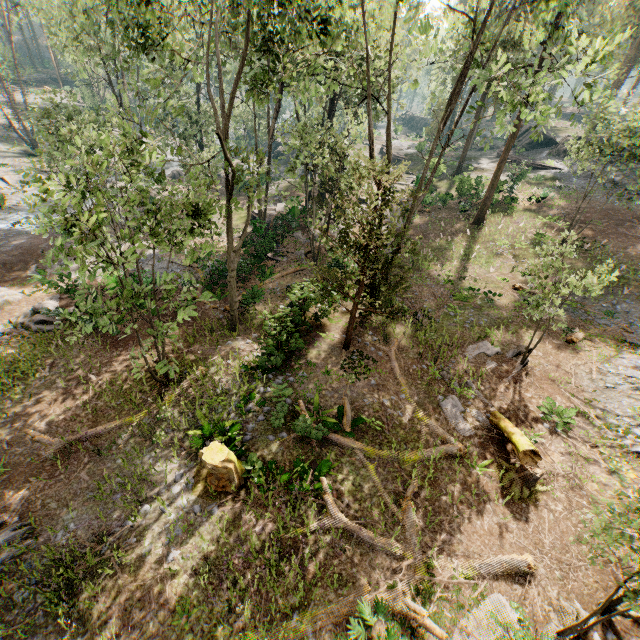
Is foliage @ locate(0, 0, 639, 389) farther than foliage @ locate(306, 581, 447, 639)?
Yes

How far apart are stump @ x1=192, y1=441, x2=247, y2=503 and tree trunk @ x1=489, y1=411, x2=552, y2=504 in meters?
9.0

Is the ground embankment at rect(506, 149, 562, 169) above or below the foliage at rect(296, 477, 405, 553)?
above

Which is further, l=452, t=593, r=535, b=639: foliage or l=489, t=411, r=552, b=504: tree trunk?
l=489, t=411, r=552, b=504: tree trunk

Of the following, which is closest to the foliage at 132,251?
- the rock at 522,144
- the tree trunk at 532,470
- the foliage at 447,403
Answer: the rock at 522,144

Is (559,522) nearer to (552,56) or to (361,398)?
(361,398)

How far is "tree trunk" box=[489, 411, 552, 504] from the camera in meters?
10.9 m

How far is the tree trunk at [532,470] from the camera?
10.9m
